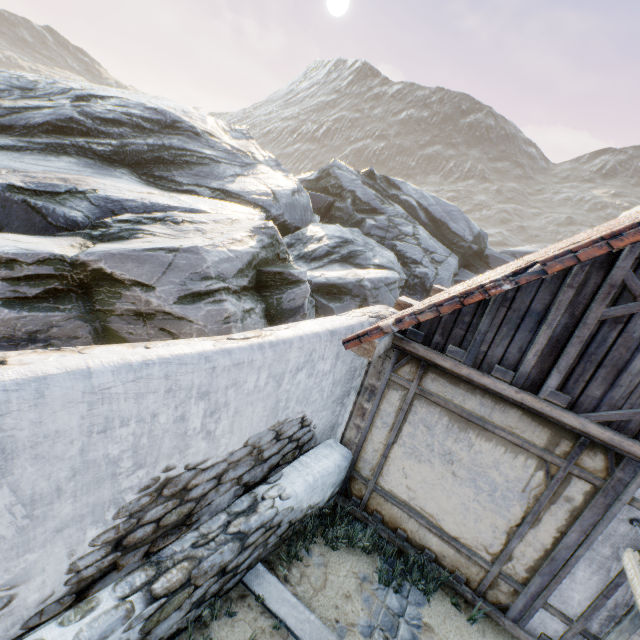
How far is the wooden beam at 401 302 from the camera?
5.6m

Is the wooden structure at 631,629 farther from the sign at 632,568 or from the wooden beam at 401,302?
the wooden beam at 401,302

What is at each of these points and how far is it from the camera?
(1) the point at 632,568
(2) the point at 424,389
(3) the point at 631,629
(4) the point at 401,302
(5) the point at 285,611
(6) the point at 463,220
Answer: (1) sign, 3.0m
(2) building, 4.2m
(3) wooden structure, 3.2m
(4) wooden beam, 5.6m
(5) stone blocks, 3.6m
(6) rock, 23.1m

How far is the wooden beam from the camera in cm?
559

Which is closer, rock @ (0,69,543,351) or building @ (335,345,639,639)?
building @ (335,345,639,639)

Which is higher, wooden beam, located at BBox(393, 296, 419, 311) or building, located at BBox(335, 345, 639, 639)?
wooden beam, located at BBox(393, 296, 419, 311)

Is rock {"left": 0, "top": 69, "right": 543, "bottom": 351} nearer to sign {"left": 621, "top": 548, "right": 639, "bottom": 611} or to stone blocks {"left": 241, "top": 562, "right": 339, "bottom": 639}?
stone blocks {"left": 241, "top": 562, "right": 339, "bottom": 639}

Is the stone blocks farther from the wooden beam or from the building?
the wooden beam
